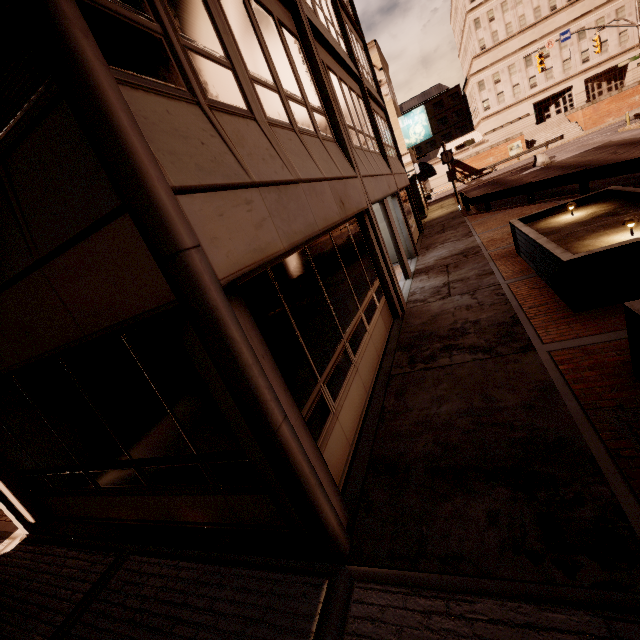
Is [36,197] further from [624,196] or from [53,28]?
[624,196]

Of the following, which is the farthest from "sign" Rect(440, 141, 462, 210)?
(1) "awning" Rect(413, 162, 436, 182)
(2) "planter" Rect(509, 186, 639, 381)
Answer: (2) "planter" Rect(509, 186, 639, 381)

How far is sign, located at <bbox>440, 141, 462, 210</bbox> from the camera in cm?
2197

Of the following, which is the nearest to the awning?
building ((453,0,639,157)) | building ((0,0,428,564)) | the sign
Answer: building ((0,0,428,564))

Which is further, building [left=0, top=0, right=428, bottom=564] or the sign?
the sign

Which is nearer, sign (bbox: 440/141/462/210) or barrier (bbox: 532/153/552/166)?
sign (bbox: 440/141/462/210)

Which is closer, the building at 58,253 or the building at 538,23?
the building at 58,253

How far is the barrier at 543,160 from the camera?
28.5 meters
